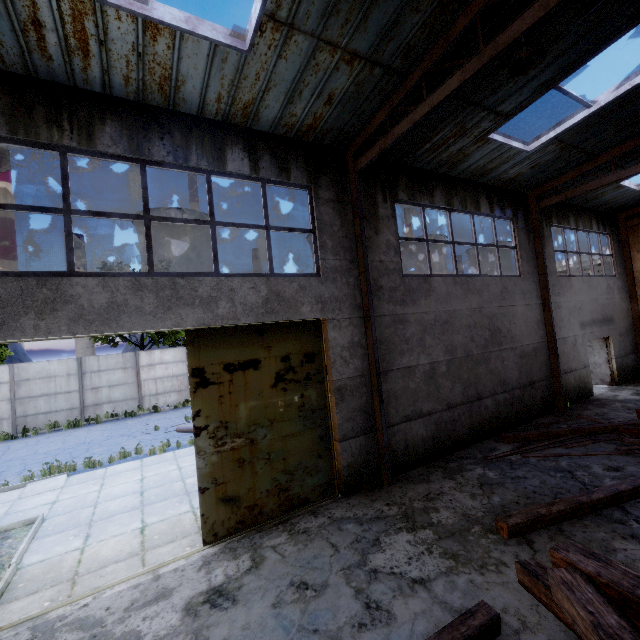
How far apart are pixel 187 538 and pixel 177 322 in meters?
4.2

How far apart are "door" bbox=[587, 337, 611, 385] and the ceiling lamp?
14.5m

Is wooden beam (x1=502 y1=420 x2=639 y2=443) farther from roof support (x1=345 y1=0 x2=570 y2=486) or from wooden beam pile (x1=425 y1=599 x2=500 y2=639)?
wooden beam pile (x1=425 y1=599 x2=500 y2=639)

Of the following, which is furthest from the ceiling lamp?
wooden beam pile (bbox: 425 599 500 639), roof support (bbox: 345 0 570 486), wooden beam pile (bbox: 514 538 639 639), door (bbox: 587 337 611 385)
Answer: door (bbox: 587 337 611 385)

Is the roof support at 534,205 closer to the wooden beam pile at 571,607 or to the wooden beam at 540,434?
the wooden beam at 540,434

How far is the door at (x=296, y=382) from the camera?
5.8 meters

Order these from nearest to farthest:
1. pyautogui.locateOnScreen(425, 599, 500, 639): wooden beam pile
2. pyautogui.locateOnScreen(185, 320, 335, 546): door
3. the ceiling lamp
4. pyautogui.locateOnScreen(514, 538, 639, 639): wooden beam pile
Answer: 1. pyautogui.locateOnScreen(514, 538, 639, 639): wooden beam pile
2. pyautogui.locateOnScreen(425, 599, 500, 639): wooden beam pile
3. the ceiling lamp
4. pyautogui.locateOnScreen(185, 320, 335, 546): door
